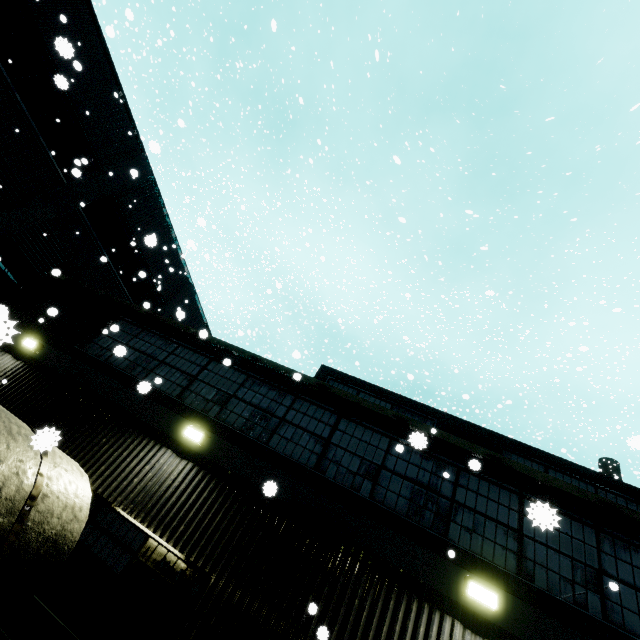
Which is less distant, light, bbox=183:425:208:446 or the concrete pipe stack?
the concrete pipe stack

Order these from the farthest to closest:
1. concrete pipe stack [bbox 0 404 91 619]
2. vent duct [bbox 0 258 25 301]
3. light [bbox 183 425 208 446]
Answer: vent duct [bbox 0 258 25 301] < light [bbox 183 425 208 446] < concrete pipe stack [bbox 0 404 91 619]

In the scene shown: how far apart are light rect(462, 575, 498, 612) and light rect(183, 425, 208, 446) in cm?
543

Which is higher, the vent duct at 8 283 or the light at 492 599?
the vent duct at 8 283

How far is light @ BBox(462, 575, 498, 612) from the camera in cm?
493

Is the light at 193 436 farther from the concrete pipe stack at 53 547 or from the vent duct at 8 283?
the vent duct at 8 283

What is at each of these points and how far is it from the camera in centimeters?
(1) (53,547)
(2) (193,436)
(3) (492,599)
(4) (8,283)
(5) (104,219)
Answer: (1) concrete pipe stack, 398cm
(2) light, 691cm
(3) light, 495cm
(4) vent duct, 1160cm
(5) building, 1549cm

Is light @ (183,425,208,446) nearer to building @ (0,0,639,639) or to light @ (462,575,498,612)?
building @ (0,0,639,639)
